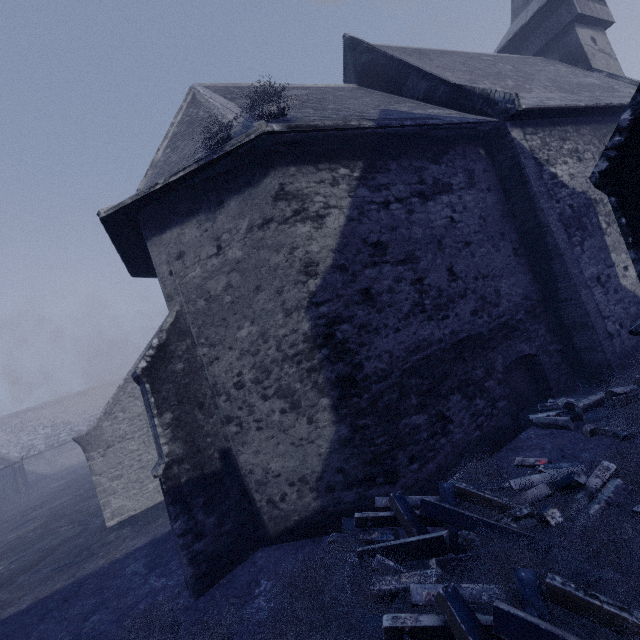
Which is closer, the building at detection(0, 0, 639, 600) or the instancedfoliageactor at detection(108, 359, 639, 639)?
the instancedfoliageactor at detection(108, 359, 639, 639)

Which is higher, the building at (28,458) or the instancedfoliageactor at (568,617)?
the building at (28,458)

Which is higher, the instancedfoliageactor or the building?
the building

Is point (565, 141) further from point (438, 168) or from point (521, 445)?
point (521, 445)

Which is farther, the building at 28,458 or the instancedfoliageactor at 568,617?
the building at 28,458
